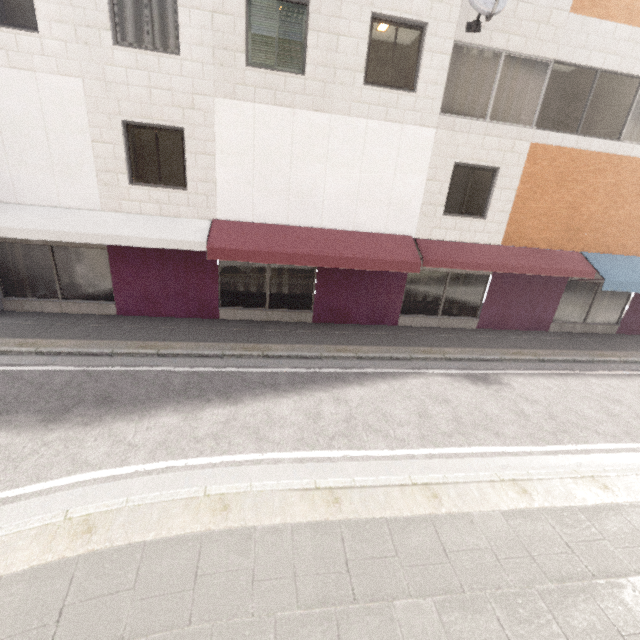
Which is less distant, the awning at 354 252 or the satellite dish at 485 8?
the satellite dish at 485 8

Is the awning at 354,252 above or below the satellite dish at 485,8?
below

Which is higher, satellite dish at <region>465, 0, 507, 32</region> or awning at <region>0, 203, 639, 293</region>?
satellite dish at <region>465, 0, 507, 32</region>

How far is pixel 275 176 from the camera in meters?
8.9

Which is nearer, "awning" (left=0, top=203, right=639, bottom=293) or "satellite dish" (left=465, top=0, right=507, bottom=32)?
"satellite dish" (left=465, top=0, right=507, bottom=32)
